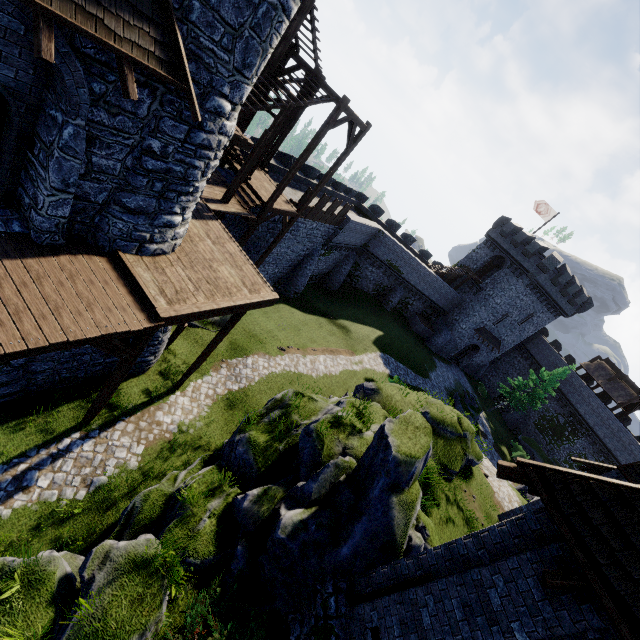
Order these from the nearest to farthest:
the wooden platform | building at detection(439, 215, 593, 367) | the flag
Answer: the wooden platform
building at detection(439, 215, 593, 367)
the flag

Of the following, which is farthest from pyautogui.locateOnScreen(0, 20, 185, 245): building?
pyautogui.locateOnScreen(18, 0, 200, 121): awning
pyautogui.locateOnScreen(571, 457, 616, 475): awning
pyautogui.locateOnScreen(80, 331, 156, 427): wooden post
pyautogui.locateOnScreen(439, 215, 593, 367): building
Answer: pyautogui.locateOnScreen(439, 215, 593, 367): building

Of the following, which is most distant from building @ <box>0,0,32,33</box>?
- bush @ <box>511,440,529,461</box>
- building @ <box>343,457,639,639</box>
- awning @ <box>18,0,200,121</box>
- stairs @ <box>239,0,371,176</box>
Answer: bush @ <box>511,440,529,461</box>

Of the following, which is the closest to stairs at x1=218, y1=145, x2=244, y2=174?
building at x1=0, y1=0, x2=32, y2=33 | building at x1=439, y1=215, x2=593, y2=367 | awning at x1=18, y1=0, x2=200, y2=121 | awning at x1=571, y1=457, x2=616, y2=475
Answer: building at x1=0, y1=0, x2=32, y2=33

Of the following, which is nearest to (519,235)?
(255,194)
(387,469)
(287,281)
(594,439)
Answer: (594,439)

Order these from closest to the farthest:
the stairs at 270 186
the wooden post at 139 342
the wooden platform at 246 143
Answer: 1. the wooden post at 139 342
2. the wooden platform at 246 143
3. the stairs at 270 186

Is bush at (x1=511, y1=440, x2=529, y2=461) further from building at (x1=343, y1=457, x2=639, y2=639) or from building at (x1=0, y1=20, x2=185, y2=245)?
building at (x1=0, y1=20, x2=185, y2=245)

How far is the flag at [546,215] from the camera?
37.75m
